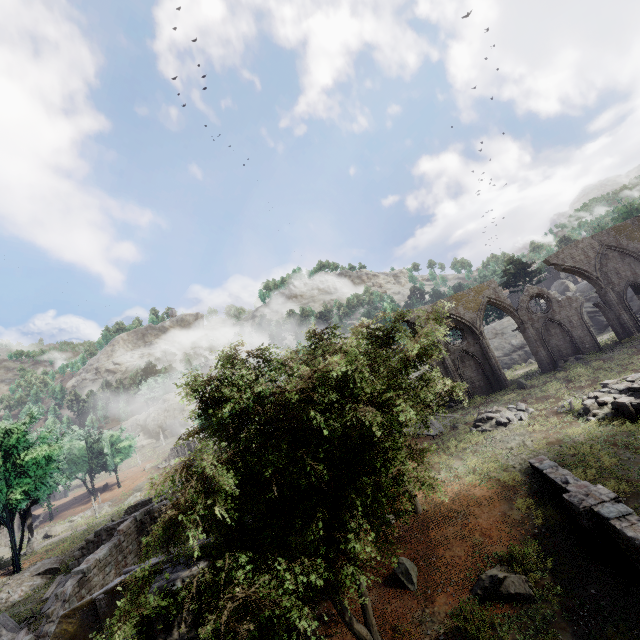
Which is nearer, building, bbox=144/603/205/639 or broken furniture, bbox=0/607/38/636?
building, bbox=144/603/205/639

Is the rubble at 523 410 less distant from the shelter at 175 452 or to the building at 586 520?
the building at 586 520

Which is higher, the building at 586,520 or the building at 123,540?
the building at 123,540

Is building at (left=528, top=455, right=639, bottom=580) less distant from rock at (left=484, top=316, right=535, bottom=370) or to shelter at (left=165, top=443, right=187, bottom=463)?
rock at (left=484, top=316, right=535, bottom=370)

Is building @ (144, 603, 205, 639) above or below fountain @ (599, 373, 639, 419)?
above

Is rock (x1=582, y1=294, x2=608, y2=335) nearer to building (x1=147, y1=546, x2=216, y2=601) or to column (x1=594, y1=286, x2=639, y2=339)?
column (x1=594, y1=286, x2=639, y2=339)

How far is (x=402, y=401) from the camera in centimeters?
766cm

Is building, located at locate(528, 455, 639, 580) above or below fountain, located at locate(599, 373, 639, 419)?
below
